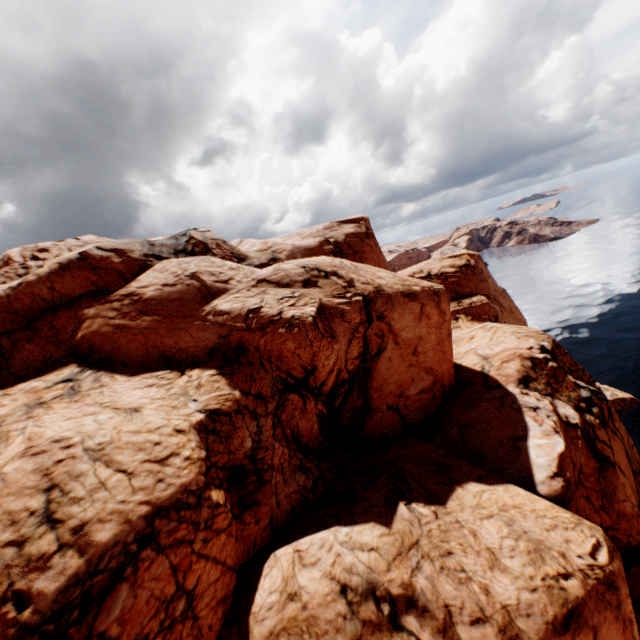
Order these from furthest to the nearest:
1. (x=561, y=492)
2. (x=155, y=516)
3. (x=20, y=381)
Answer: (x=561, y=492), (x=20, y=381), (x=155, y=516)
